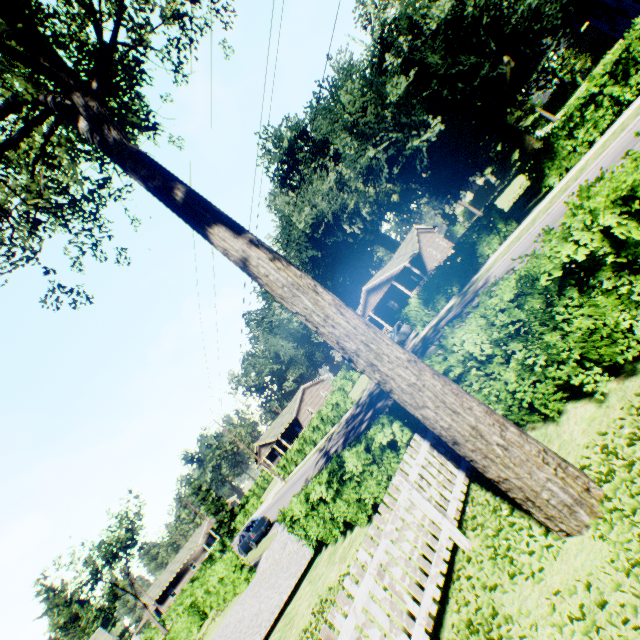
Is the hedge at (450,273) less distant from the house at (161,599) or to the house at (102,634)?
the house at (102,634)

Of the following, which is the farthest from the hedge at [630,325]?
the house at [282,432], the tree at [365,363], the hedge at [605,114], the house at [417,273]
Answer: the house at [282,432]

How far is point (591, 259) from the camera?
4.1 meters

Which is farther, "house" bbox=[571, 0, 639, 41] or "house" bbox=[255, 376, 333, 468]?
"house" bbox=[255, 376, 333, 468]

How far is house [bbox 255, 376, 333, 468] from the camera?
50.7m

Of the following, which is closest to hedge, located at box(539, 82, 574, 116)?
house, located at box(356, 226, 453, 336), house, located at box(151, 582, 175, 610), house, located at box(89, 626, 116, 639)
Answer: house, located at box(356, 226, 453, 336)

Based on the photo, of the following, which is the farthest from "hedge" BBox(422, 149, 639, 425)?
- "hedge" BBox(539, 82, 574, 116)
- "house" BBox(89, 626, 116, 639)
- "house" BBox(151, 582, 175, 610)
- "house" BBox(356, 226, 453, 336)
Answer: "house" BBox(151, 582, 175, 610)

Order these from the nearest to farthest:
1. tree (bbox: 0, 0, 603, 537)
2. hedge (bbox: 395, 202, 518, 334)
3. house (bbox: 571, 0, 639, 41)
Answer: tree (bbox: 0, 0, 603, 537) → hedge (bbox: 395, 202, 518, 334) → house (bbox: 571, 0, 639, 41)
